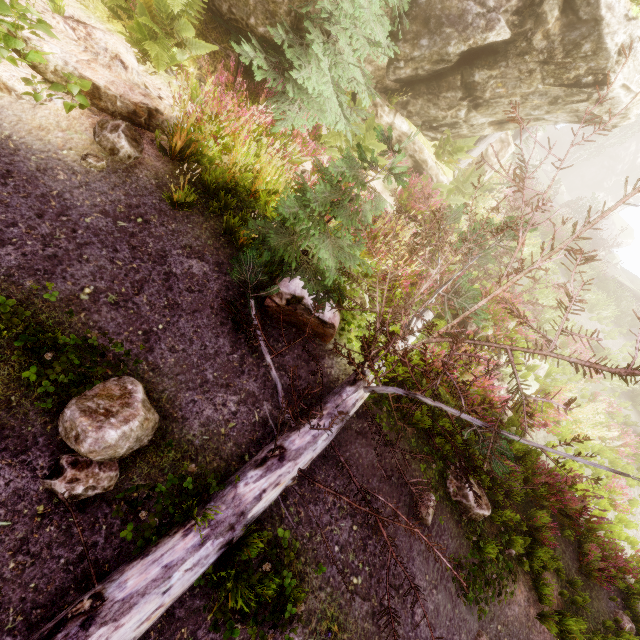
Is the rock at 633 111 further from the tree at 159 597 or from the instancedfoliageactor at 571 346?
the tree at 159 597

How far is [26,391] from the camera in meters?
2.8

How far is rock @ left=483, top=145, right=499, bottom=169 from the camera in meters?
12.1

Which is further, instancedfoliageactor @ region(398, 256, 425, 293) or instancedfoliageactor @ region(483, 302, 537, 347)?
instancedfoliageactor @ region(483, 302, 537, 347)

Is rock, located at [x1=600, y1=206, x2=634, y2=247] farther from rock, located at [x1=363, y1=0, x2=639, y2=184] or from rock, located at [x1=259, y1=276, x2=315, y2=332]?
rock, located at [x1=259, y1=276, x2=315, y2=332]

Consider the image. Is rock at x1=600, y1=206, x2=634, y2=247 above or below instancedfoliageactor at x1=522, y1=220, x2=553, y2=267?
above

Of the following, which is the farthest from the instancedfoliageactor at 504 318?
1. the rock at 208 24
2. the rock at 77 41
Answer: the rock at 77 41

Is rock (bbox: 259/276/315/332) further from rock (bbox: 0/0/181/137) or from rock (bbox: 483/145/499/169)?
rock (bbox: 483/145/499/169)
